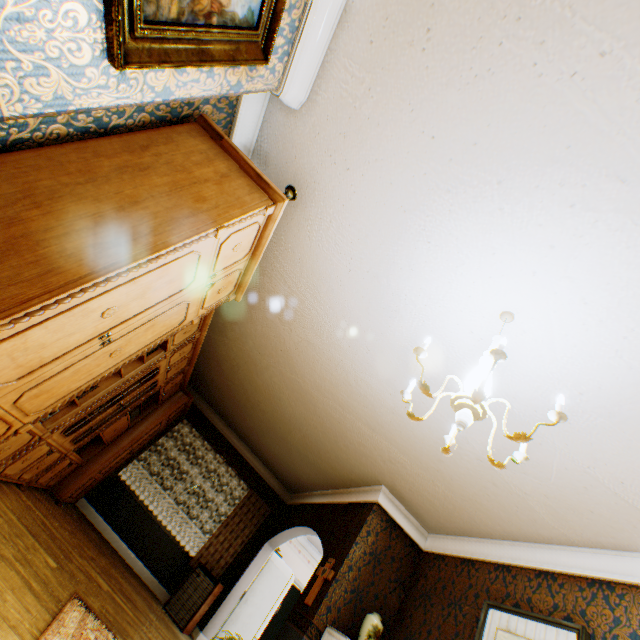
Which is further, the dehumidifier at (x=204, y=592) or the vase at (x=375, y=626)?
the dehumidifier at (x=204, y=592)

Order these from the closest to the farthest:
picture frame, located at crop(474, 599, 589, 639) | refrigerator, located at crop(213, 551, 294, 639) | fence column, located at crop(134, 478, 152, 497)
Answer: picture frame, located at crop(474, 599, 589, 639)
refrigerator, located at crop(213, 551, 294, 639)
fence column, located at crop(134, 478, 152, 497)

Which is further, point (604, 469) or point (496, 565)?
point (496, 565)

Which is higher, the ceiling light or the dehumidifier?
the ceiling light

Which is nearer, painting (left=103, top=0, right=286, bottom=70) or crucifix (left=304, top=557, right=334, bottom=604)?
painting (left=103, top=0, right=286, bottom=70)

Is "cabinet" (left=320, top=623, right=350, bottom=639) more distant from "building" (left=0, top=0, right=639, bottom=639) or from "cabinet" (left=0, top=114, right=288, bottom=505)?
"cabinet" (left=0, top=114, right=288, bottom=505)

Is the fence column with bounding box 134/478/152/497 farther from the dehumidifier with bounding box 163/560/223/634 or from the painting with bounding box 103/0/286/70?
the painting with bounding box 103/0/286/70

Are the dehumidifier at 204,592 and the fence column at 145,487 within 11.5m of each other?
no
